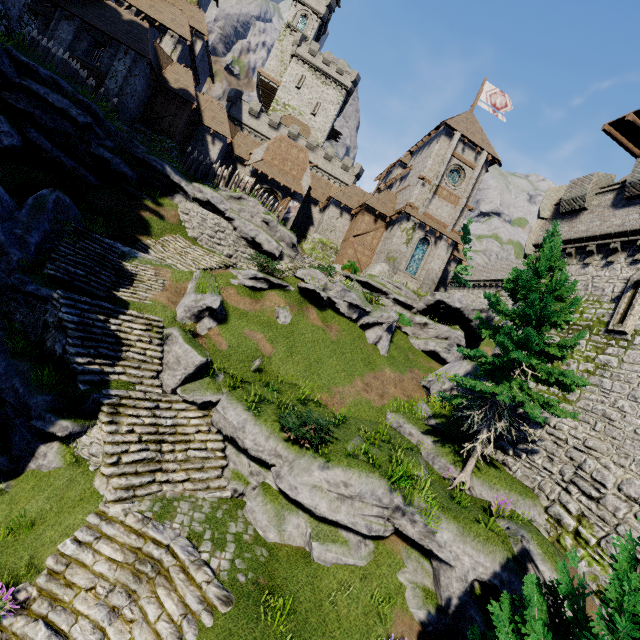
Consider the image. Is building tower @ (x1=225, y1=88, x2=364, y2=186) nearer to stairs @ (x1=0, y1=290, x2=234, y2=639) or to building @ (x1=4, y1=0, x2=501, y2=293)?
building @ (x1=4, y1=0, x2=501, y2=293)

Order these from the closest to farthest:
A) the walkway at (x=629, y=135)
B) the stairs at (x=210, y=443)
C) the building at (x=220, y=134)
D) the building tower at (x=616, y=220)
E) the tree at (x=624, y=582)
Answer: the tree at (x=624, y=582) → the stairs at (x=210, y=443) → the building tower at (x=616, y=220) → the walkway at (x=629, y=135) → the building at (x=220, y=134)

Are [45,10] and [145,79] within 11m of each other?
yes

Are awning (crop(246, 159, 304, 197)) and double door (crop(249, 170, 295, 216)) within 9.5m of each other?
yes

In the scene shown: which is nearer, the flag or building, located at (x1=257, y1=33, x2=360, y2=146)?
the flag

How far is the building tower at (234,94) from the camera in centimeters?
4459cm

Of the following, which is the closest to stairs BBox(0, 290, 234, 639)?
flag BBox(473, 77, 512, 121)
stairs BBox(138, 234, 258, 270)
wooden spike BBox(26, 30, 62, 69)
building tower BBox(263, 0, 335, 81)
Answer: stairs BBox(138, 234, 258, 270)

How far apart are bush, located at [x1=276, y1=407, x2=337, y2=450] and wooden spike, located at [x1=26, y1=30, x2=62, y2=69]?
23.7 meters
